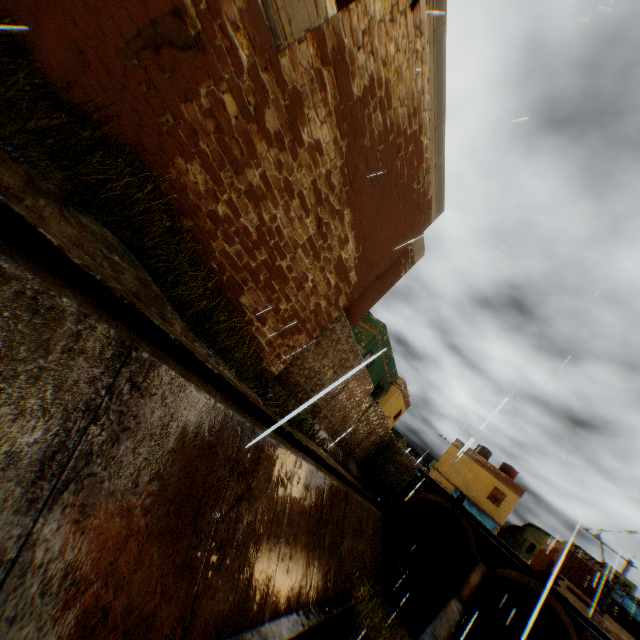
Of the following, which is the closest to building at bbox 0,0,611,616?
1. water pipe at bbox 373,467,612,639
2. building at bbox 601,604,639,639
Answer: water pipe at bbox 373,467,612,639

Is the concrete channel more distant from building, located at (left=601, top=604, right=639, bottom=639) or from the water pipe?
building, located at (left=601, top=604, right=639, bottom=639)

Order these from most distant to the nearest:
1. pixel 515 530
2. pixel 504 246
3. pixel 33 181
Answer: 1. pixel 515 530
2. pixel 504 246
3. pixel 33 181

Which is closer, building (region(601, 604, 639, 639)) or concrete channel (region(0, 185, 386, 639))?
concrete channel (region(0, 185, 386, 639))

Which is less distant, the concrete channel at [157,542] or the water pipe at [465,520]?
the concrete channel at [157,542]

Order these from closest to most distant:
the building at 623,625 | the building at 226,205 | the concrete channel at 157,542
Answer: the concrete channel at 157,542, the building at 226,205, the building at 623,625

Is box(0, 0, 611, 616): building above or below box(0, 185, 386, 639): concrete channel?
above
